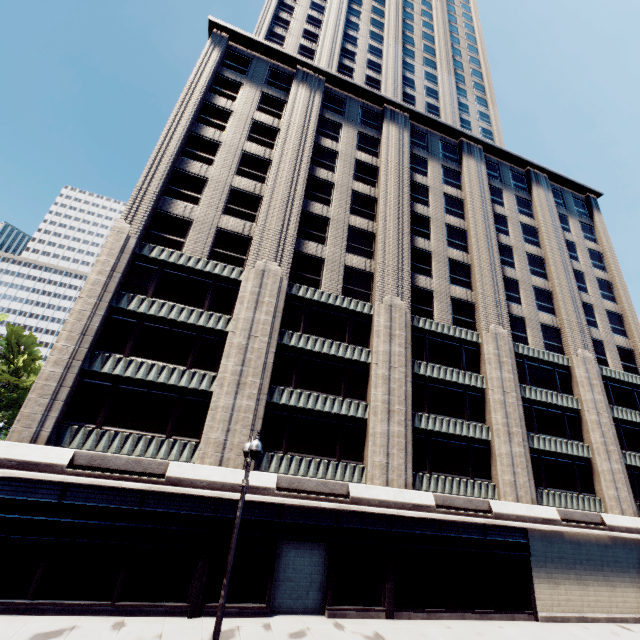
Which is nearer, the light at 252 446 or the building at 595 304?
the light at 252 446

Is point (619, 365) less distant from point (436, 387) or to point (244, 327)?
point (436, 387)

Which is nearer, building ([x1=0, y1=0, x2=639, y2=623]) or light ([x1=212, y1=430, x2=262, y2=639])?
light ([x1=212, y1=430, x2=262, y2=639])
